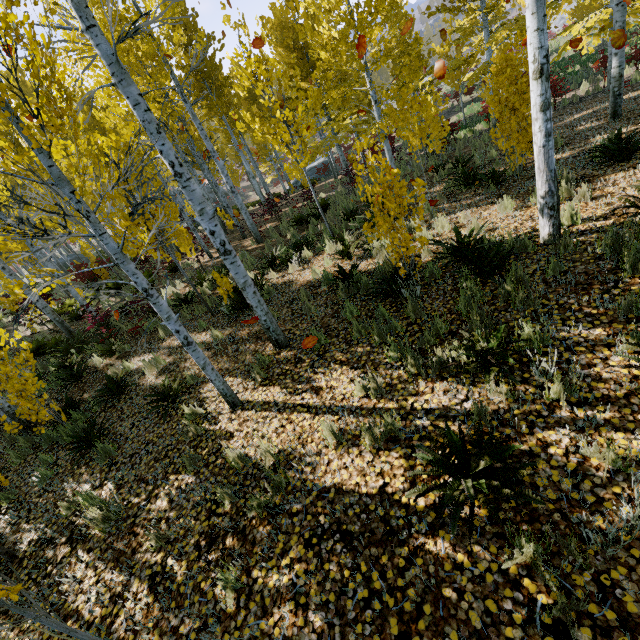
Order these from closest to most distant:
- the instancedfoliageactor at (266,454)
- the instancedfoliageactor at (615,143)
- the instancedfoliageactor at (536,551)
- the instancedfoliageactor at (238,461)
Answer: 1. the instancedfoliageactor at (536,551)
2. the instancedfoliageactor at (266,454)
3. the instancedfoliageactor at (238,461)
4. the instancedfoliageactor at (615,143)

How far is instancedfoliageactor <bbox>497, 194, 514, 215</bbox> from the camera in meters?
6.3

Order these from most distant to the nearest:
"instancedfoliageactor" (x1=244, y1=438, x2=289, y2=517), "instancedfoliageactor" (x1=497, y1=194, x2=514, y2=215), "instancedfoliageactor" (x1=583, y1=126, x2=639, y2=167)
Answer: "instancedfoliageactor" (x1=497, y1=194, x2=514, y2=215) → "instancedfoliageactor" (x1=583, y1=126, x2=639, y2=167) → "instancedfoliageactor" (x1=244, y1=438, x2=289, y2=517)

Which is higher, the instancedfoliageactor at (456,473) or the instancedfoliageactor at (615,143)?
the instancedfoliageactor at (615,143)

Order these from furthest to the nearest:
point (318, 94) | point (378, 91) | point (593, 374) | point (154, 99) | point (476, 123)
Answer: point (378, 91), point (476, 123), point (154, 99), point (318, 94), point (593, 374)

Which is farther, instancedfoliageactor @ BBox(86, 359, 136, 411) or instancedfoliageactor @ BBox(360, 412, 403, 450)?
instancedfoliageactor @ BBox(86, 359, 136, 411)
